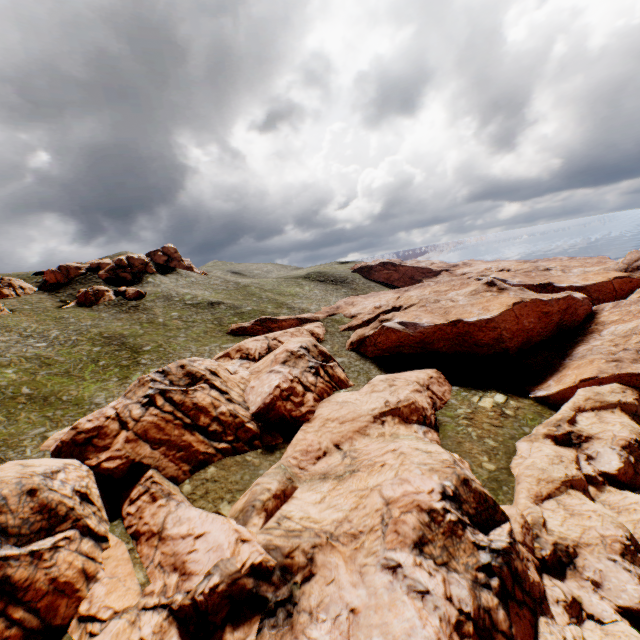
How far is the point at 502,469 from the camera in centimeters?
3012cm
